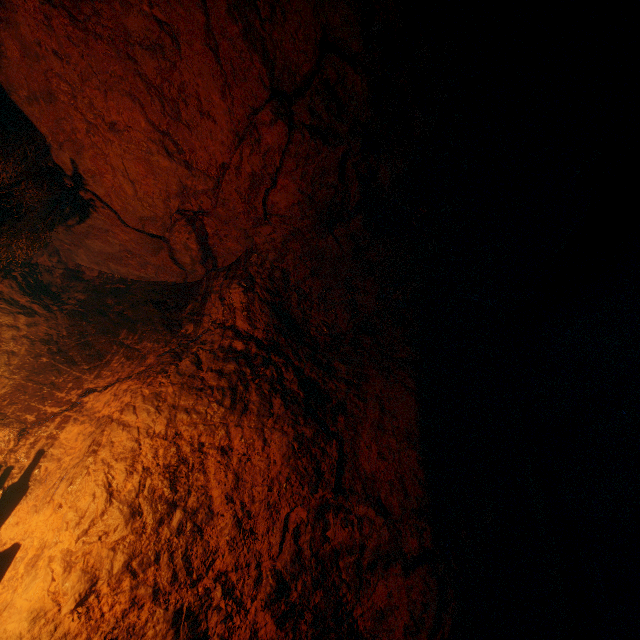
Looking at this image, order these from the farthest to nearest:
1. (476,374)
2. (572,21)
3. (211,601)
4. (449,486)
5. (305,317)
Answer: (305,317), (476,374), (449,486), (211,601), (572,21)
